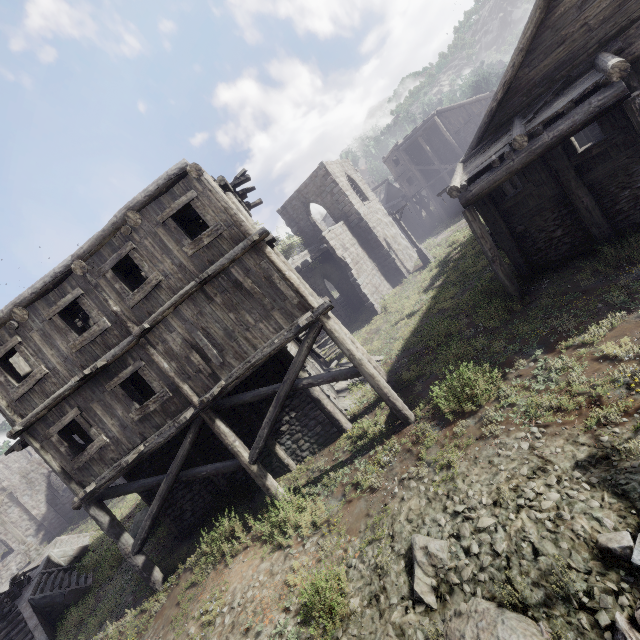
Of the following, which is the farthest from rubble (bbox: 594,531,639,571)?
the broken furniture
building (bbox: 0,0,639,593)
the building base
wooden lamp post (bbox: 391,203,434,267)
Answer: the broken furniture

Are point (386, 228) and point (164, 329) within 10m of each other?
no

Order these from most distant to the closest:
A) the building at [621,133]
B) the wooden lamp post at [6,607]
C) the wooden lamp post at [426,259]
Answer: the wooden lamp post at [426,259]
the wooden lamp post at [6,607]
the building at [621,133]

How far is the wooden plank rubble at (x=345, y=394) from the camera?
13.73m

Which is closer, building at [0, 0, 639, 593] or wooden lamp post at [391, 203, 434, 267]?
building at [0, 0, 639, 593]

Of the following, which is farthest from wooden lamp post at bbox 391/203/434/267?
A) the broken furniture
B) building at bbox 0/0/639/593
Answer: the broken furniture

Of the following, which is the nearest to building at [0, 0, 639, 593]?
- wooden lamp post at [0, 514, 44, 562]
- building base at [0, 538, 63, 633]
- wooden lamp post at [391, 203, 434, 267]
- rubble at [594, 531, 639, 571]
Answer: wooden lamp post at [391, 203, 434, 267]

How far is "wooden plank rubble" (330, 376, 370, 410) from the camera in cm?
1373
